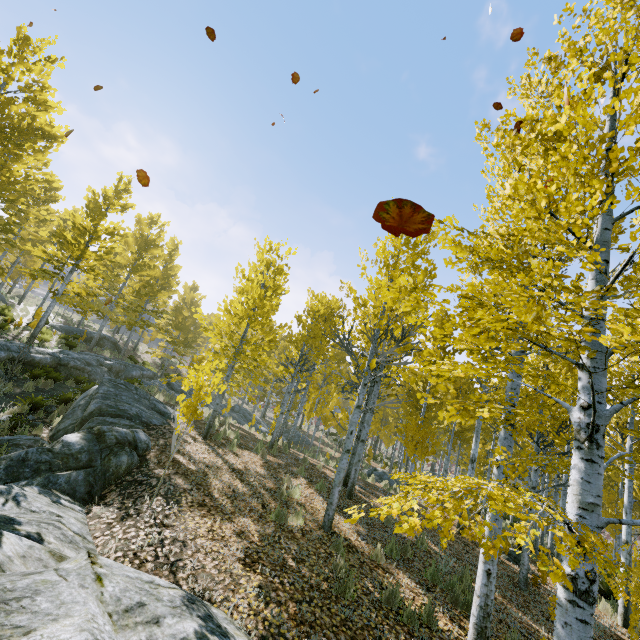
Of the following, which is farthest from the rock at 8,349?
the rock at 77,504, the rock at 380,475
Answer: the rock at 380,475

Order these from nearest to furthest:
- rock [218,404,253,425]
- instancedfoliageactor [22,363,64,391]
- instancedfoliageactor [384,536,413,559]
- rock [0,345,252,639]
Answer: rock [0,345,252,639] → instancedfoliageactor [384,536,413,559] → instancedfoliageactor [22,363,64,391] → rock [218,404,253,425]

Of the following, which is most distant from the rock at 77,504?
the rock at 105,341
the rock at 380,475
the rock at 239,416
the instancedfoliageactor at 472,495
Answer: the rock at 380,475

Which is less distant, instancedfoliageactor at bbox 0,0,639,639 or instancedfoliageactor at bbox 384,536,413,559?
instancedfoliageactor at bbox 0,0,639,639

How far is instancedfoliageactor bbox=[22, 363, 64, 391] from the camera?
12.0 meters

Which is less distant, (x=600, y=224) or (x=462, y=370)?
(x=462, y=370)
